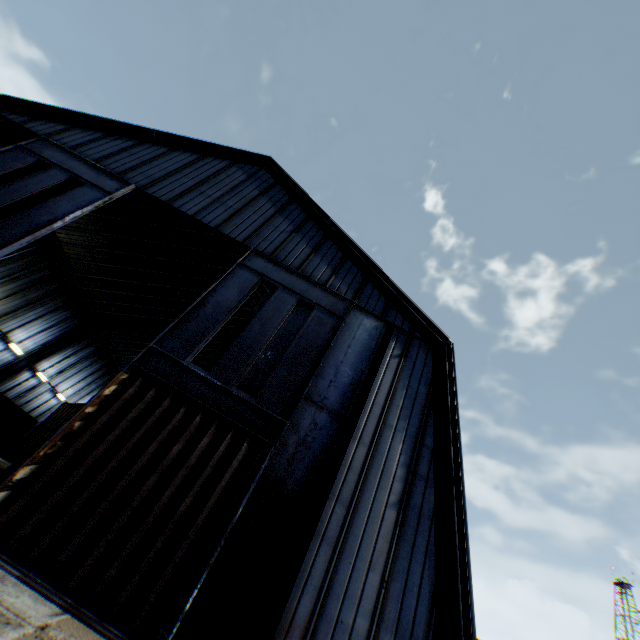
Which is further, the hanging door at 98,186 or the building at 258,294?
the building at 258,294

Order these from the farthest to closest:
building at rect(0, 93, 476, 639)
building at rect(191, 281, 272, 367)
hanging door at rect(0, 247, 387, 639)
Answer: building at rect(191, 281, 272, 367), building at rect(0, 93, 476, 639), hanging door at rect(0, 247, 387, 639)

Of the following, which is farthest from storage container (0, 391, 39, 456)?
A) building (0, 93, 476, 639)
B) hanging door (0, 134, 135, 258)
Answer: hanging door (0, 134, 135, 258)

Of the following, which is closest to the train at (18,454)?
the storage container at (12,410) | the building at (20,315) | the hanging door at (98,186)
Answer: the storage container at (12,410)

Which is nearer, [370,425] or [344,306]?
[370,425]

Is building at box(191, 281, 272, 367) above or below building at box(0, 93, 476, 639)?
above

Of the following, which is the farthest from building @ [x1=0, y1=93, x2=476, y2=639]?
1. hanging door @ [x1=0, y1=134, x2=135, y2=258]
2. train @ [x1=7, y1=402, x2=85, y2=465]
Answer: train @ [x1=7, y1=402, x2=85, y2=465]

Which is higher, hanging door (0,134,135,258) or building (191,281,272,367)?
building (191,281,272,367)
